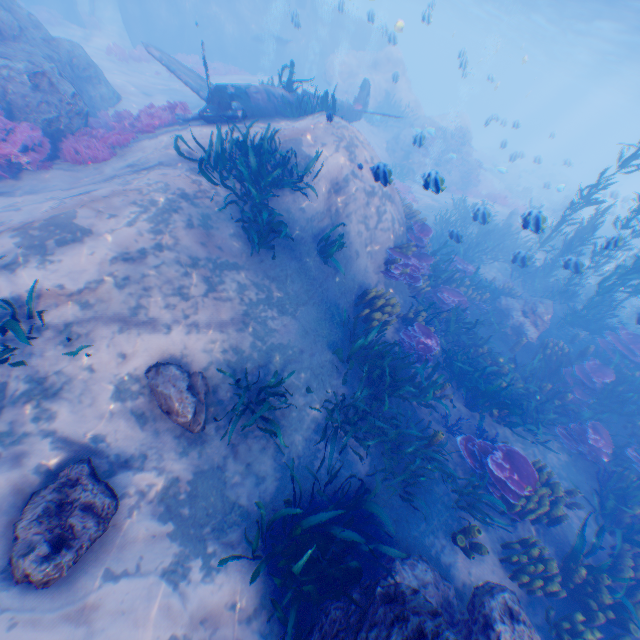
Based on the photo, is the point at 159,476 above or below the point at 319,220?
below

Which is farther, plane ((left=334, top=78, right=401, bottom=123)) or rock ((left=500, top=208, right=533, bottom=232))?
plane ((left=334, top=78, right=401, bottom=123))

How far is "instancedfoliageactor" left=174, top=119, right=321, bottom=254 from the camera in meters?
7.2 m

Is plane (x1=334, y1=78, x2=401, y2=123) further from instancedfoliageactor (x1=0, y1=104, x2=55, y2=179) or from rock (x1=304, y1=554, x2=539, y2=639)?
instancedfoliageactor (x1=0, y1=104, x2=55, y2=179)

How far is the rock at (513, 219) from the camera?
8.0 meters

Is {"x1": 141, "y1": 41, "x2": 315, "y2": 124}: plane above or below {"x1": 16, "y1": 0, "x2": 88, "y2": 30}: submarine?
above

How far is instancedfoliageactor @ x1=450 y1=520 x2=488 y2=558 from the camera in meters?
5.6 m

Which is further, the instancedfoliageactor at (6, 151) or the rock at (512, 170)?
the rock at (512, 170)
